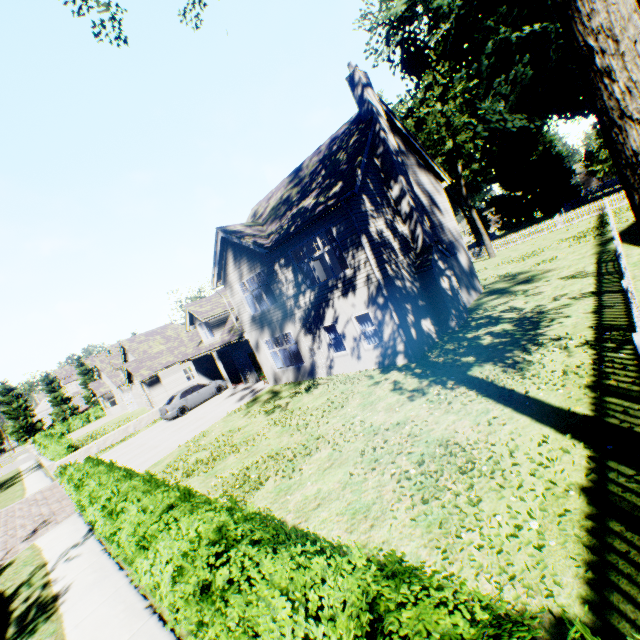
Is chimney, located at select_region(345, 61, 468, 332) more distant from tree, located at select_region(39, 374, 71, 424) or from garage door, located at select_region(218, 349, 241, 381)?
garage door, located at select_region(218, 349, 241, 381)

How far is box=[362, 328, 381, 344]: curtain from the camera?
13.73m

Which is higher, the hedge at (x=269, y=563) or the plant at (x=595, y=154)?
the plant at (x=595, y=154)

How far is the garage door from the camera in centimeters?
2669cm

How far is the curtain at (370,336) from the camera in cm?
1373

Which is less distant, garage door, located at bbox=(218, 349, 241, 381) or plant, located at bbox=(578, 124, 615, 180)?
garage door, located at bbox=(218, 349, 241, 381)

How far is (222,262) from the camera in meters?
18.3 m

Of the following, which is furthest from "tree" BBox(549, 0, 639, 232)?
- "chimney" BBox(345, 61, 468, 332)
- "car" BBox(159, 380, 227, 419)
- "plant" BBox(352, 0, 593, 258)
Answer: "car" BBox(159, 380, 227, 419)
